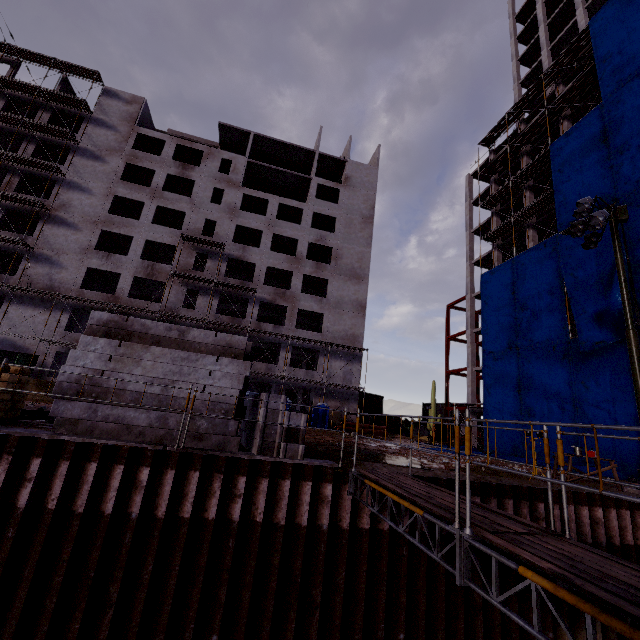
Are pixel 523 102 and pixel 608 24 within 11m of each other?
yes

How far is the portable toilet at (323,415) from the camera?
28.23m

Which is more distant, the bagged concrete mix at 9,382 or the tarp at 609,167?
the tarp at 609,167

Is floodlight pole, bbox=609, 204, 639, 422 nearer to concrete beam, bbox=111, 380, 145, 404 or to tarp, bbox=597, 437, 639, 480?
tarp, bbox=597, 437, 639, 480

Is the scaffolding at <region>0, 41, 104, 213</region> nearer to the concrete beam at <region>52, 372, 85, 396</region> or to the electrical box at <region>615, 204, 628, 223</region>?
the concrete beam at <region>52, 372, 85, 396</region>

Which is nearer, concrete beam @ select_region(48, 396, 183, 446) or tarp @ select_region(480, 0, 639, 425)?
concrete beam @ select_region(48, 396, 183, 446)

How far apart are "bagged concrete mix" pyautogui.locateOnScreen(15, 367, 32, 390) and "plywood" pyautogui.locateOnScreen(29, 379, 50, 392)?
16.48m

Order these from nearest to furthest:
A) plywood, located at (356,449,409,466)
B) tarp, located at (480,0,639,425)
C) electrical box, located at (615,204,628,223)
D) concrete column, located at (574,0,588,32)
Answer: plywood, located at (356,449,409,466) < electrical box, located at (615,204,628,223) < tarp, located at (480,0,639,425) < concrete column, located at (574,0,588,32)
